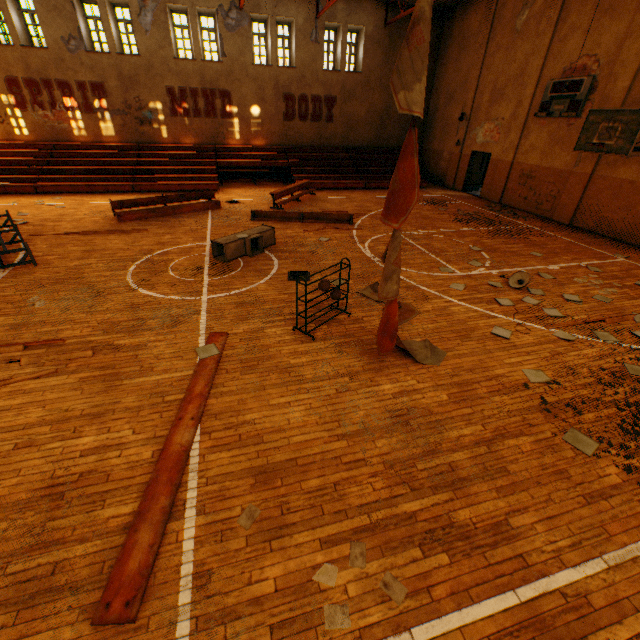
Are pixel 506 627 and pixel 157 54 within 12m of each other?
no

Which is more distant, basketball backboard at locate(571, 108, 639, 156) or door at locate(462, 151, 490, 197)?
door at locate(462, 151, 490, 197)

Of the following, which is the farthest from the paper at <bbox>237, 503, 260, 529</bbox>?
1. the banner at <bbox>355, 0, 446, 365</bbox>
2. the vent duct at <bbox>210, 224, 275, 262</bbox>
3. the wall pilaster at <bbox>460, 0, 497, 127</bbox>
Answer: the wall pilaster at <bbox>460, 0, 497, 127</bbox>

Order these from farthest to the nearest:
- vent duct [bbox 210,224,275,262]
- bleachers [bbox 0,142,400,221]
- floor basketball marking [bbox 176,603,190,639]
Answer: bleachers [bbox 0,142,400,221]
vent duct [bbox 210,224,275,262]
floor basketball marking [bbox 176,603,190,639]

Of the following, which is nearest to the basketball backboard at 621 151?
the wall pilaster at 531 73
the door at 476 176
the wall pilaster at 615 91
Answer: the wall pilaster at 615 91

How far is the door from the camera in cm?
1814

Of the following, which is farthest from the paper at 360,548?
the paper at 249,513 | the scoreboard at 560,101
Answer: the scoreboard at 560,101

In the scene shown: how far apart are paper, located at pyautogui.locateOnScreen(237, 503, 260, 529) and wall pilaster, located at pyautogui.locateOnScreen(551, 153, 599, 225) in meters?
15.8 m
